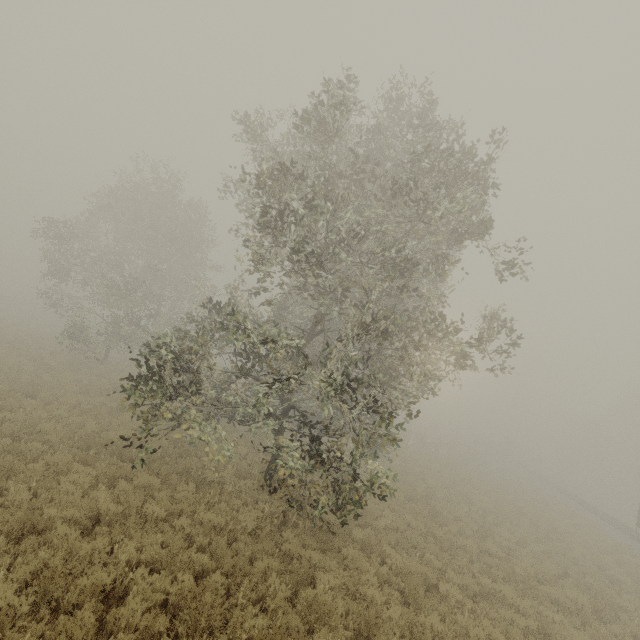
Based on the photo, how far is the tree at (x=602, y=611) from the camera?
10.1 meters

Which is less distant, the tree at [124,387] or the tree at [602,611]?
the tree at [124,387]

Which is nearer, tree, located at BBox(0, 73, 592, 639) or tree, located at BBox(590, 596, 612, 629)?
tree, located at BBox(0, 73, 592, 639)

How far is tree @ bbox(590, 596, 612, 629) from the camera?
10.1m

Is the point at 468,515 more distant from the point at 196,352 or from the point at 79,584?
the point at 79,584
